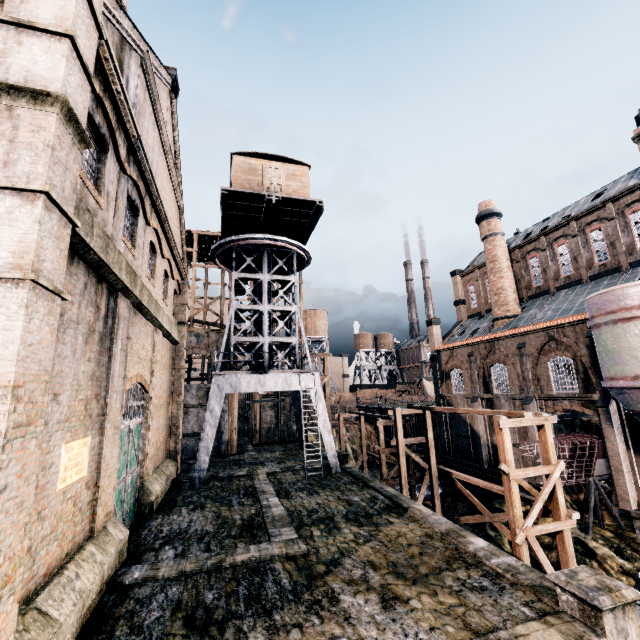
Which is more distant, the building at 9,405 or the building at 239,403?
the building at 239,403

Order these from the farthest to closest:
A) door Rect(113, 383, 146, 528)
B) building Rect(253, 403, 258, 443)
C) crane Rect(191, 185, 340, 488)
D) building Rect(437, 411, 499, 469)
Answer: building Rect(253, 403, 258, 443) < building Rect(437, 411, 499, 469) < crane Rect(191, 185, 340, 488) < door Rect(113, 383, 146, 528)

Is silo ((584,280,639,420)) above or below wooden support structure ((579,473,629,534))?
above

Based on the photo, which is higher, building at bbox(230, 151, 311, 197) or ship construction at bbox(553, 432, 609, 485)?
building at bbox(230, 151, 311, 197)

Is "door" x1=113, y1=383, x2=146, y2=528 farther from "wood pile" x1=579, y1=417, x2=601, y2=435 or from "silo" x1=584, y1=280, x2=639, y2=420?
"wood pile" x1=579, y1=417, x2=601, y2=435

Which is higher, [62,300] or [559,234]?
[559,234]

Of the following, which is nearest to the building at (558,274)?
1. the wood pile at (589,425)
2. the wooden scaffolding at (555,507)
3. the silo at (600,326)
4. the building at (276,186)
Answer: the silo at (600,326)

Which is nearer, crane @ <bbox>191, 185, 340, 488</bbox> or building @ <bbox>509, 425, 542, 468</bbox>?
crane @ <bbox>191, 185, 340, 488</bbox>
